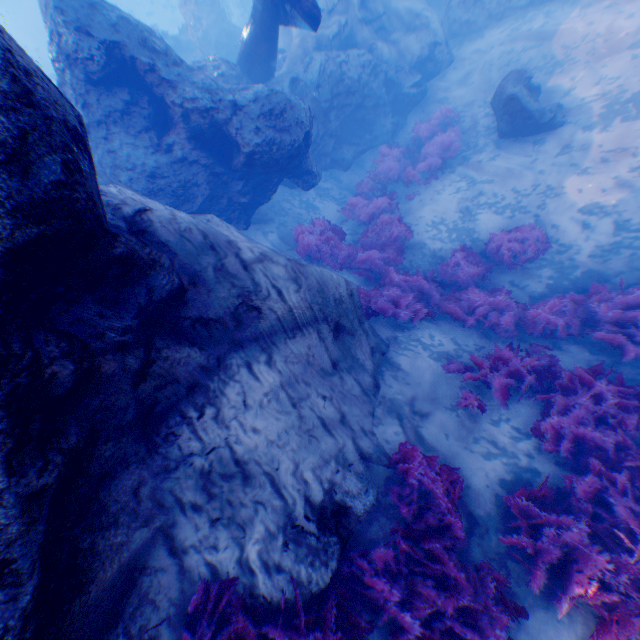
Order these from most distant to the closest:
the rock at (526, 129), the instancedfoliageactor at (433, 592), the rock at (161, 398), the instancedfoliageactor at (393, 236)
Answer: the rock at (526, 129), the instancedfoliageactor at (393, 236), the instancedfoliageactor at (433, 592), the rock at (161, 398)

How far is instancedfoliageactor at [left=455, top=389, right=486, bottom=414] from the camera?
5.43m

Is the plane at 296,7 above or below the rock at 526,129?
above

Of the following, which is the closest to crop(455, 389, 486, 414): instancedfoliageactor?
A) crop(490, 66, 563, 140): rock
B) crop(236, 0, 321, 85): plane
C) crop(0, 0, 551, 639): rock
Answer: crop(0, 0, 551, 639): rock

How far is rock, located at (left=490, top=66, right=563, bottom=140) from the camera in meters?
8.8

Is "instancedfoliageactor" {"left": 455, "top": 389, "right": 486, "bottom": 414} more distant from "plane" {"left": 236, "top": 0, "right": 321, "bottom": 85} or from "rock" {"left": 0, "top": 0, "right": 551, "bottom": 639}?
"plane" {"left": 236, "top": 0, "right": 321, "bottom": 85}

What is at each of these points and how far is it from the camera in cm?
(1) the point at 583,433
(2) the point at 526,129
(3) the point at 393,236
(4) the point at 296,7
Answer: (1) instancedfoliageactor, 456
(2) rock, 952
(3) instancedfoliageactor, 939
(4) plane, 816
